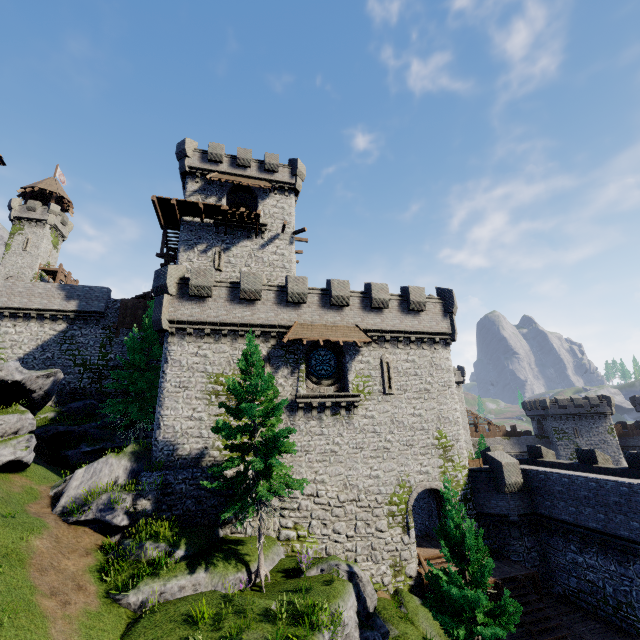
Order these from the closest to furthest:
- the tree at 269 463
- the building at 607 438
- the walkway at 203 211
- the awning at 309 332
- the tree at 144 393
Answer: the tree at 269 463, the awning at 309 332, the tree at 144 393, the walkway at 203 211, the building at 607 438

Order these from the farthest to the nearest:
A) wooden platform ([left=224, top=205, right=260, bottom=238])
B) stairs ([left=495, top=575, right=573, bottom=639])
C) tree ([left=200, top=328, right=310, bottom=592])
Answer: wooden platform ([left=224, top=205, right=260, bottom=238])
stairs ([left=495, top=575, right=573, bottom=639])
tree ([left=200, top=328, right=310, bottom=592])

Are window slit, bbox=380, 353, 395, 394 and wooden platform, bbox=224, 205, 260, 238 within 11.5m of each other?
no

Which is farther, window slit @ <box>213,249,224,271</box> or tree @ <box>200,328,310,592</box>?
window slit @ <box>213,249,224,271</box>

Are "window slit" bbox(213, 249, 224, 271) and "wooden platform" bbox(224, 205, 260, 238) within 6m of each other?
yes

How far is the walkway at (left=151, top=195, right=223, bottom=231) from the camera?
25.4 meters

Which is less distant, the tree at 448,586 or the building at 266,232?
the tree at 448,586

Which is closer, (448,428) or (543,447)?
(448,428)
